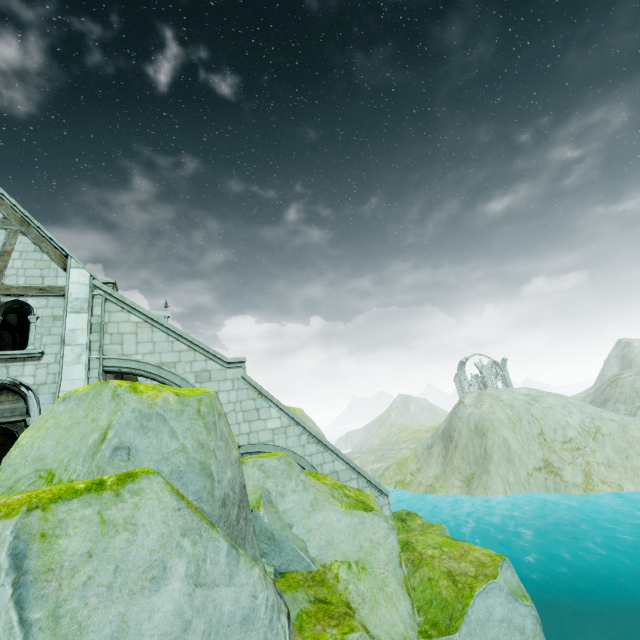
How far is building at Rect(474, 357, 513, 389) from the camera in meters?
56.7

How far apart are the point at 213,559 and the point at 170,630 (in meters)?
0.64

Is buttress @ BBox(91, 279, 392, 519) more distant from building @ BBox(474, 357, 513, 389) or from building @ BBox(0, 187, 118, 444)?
building @ BBox(474, 357, 513, 389)

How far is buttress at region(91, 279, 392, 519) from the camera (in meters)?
10.56

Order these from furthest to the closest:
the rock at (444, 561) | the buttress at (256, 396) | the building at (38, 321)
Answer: the buttress at (256, 396) → the building at (38, 321) → the rock at (444, 561)

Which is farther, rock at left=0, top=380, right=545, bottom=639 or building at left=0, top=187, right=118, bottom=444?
building at left=0, top=187, right=118, bottom=444

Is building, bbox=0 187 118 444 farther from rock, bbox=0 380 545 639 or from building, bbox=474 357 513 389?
building, bbox=474 357 513 389

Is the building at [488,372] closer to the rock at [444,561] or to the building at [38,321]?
the rock at [444,561]
